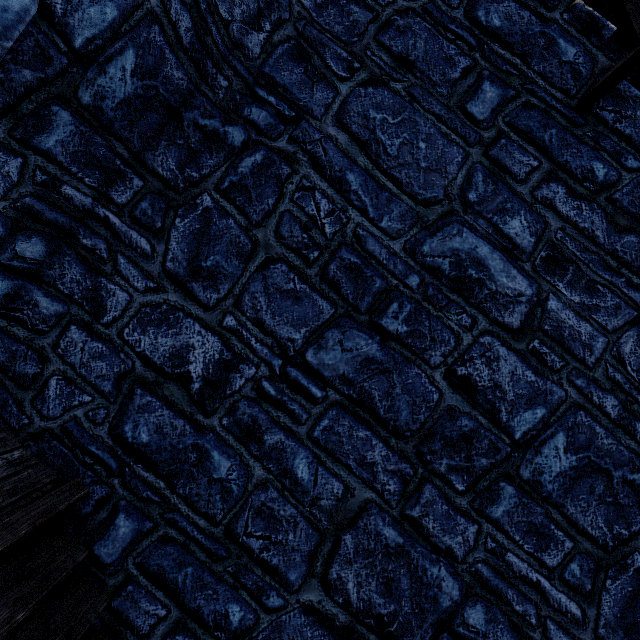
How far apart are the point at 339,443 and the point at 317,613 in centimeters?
139cm
